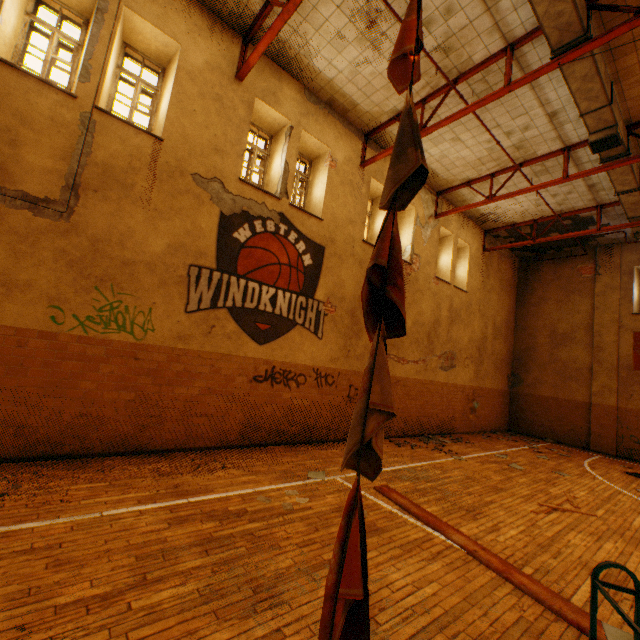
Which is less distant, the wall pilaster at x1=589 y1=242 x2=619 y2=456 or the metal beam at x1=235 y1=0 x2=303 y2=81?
the metal beam at x1=235 y1=0 x2=303 y2=81

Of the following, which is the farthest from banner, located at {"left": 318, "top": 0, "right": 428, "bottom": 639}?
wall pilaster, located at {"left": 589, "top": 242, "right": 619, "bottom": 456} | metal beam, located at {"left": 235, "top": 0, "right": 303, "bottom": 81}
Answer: wall pilaster, located at {"left": 589, "top": 242, "right": 619, "bottom": 456}

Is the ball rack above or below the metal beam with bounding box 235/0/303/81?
below

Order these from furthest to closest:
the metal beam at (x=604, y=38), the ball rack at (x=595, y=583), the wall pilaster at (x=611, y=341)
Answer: the wall pilaster at (x=611, y=341), the metal beam at (x=604, y=38), the ball rack at (x=595, y=583)

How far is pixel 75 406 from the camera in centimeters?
524cm

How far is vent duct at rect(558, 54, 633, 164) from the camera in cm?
617

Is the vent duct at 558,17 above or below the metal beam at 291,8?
above

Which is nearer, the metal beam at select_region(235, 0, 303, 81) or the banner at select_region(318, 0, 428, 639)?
the banner at select_region(318, 0, 428, 639)
